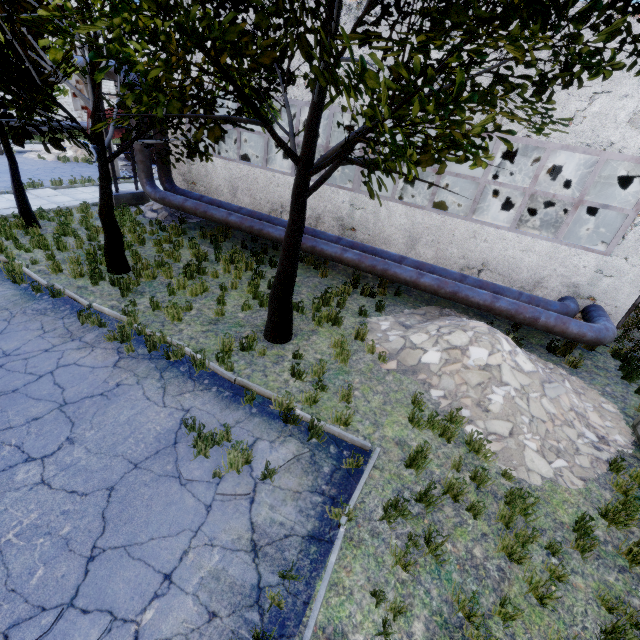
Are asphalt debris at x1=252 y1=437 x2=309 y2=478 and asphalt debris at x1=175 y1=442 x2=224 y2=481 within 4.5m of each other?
yes

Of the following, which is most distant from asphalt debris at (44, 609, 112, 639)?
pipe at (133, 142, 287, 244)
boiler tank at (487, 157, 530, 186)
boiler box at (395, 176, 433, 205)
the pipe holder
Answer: boiler tank at (487, 157, 530, 186)

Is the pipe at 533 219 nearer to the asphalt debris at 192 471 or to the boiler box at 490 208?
the boiler box at 490 208

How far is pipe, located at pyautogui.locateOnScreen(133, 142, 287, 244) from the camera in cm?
1166

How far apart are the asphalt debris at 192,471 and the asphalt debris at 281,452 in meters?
0.2

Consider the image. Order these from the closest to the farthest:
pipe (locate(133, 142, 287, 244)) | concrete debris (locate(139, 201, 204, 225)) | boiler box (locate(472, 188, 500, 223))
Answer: boiler box (locate(472, 188, 500, 223))
pipe (locate(133, 142, 287, 244))
concrete debris (locate(139, 201, 204, 225))

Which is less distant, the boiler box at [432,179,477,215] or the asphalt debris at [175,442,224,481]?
the asphalt debris at [175,442,224,481]

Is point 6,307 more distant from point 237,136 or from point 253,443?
point 237,136
